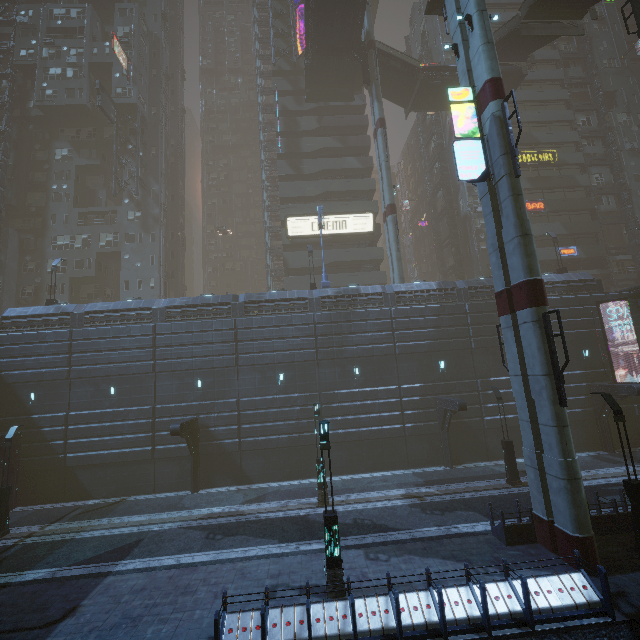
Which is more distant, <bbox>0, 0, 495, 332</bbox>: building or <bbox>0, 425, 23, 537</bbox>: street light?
<bbox>0, 0, 495, 332</bbox>: building

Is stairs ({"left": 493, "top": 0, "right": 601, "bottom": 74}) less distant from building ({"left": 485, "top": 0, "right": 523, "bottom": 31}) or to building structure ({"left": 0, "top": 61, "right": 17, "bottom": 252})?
building ({"left": 485, "top": 0, "right": 523, "bottom": 31})

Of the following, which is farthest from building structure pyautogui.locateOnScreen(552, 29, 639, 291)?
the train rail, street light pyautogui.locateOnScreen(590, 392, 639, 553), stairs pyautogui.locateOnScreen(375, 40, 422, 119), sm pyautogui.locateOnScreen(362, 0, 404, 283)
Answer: street light pyautogui.locateOnScreen(590, 392, 639, 553)

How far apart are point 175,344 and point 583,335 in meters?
31.6

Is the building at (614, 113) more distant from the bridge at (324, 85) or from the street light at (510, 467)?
the street light at (510, 467)

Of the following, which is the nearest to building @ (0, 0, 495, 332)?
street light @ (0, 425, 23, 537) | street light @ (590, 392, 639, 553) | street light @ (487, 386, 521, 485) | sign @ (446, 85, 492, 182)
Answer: sign @ (446, 85, 492, 182)

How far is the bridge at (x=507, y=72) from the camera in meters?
35.0

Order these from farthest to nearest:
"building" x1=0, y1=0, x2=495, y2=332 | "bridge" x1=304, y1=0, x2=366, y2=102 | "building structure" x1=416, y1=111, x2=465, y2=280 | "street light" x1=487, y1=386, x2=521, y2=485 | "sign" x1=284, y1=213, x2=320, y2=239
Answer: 1. "building structure" x1=416, y1=111, x2=465, y2=280
2. "sign" x1=284, y1=213, x2=320, y2=239
3. "bridge" x1=304, y1=0, x2=366, y2=102
4. "building" x1=0, y1=0, x2=495, y2=332
5. "street light" x1=487, y1=386, x2=521, y2=485
